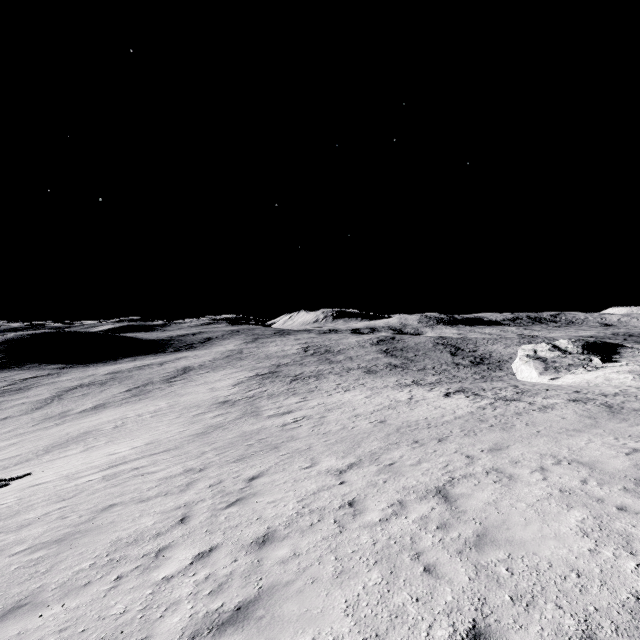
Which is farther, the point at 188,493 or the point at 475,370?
the point at 475,370
